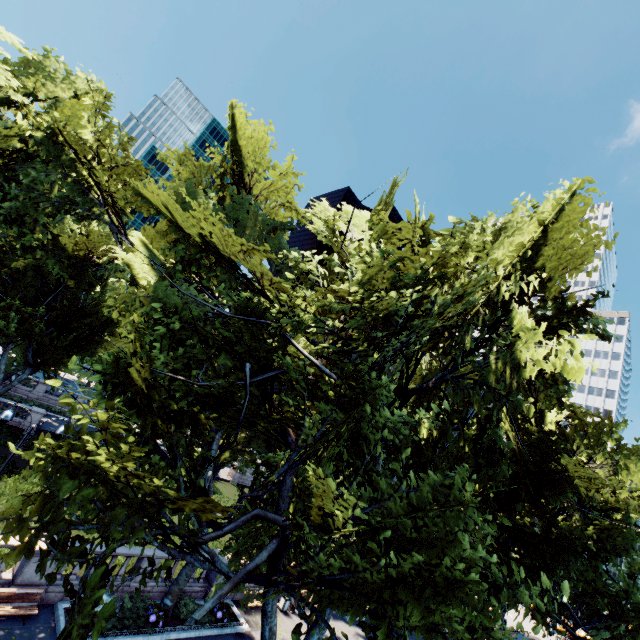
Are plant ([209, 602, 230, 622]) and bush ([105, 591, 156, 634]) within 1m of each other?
no

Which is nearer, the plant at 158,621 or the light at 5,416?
the light at 5,416

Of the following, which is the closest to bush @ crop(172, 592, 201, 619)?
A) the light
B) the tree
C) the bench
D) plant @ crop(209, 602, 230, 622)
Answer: plant @ crop(209, 602, 230, 622)

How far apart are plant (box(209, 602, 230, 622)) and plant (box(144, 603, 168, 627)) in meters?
2.8

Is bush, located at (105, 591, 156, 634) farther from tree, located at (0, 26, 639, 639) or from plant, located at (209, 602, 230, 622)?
plant, located at (209, 602, 230, 622)

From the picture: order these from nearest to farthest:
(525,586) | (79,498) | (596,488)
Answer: (79,498) → (525,586) → (596,488)

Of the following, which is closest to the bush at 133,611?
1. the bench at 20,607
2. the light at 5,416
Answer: the bench at 20,607

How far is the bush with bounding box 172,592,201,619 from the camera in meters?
16.7 m
